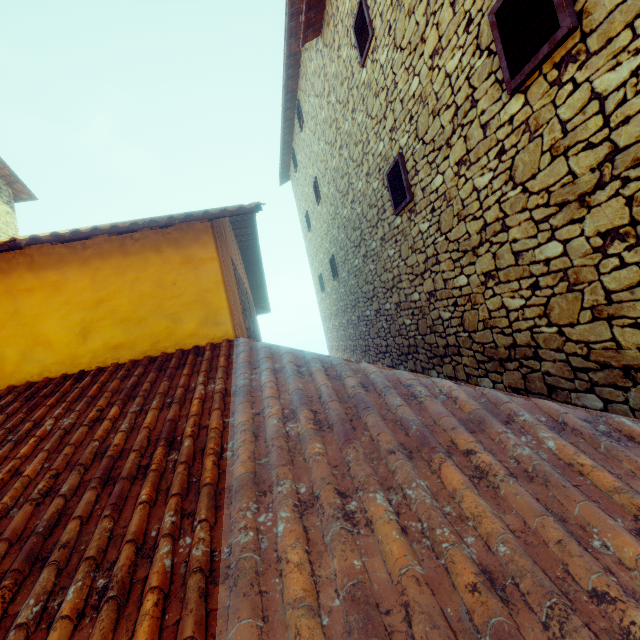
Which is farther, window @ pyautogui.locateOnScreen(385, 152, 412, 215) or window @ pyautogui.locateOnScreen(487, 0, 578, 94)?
window @ pyautogui.locateOnScreen(385, 152, 412, 215)

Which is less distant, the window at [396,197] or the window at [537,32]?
the window at [537,32]

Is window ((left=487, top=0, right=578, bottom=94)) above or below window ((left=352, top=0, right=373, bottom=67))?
below

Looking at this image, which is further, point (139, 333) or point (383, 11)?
point (383, 11)

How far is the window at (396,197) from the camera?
4.56m

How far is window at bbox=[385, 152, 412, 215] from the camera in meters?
4.6 m
